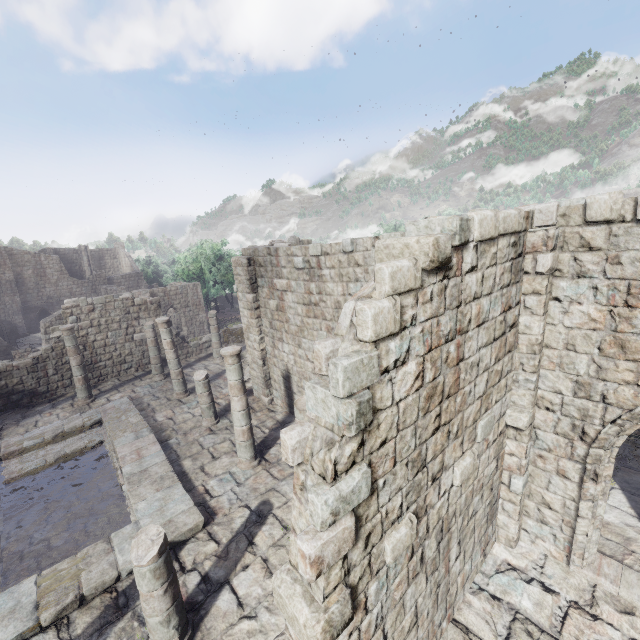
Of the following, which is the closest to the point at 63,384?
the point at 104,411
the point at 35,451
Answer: the point at 104,411
